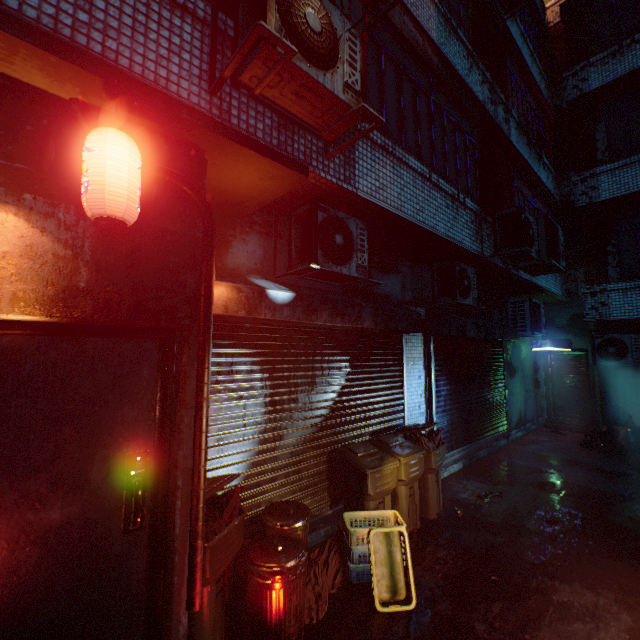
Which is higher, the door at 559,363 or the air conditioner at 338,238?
the air conditioner at 338,238

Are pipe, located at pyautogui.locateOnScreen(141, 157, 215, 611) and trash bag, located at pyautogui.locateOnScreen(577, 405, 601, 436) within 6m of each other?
no

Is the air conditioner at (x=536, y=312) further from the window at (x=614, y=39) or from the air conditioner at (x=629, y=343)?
the window at (x=614, y=39)

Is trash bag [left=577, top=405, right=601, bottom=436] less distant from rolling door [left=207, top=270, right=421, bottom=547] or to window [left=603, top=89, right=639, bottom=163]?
window [left=603, top=89, right=639, bottom=163]

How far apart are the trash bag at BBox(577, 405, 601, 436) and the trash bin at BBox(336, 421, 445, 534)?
6.99m

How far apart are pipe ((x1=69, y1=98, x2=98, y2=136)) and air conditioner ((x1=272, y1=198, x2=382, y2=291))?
1.01m

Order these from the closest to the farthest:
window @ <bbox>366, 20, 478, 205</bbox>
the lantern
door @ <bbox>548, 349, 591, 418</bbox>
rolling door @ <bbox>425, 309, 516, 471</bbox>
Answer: the lantern
window @ <bbox>366, 20, 478, 205</bbox>
rolling door @ <bbox>425, 309, 516, 471</bbox>
door @ <bbox>548, 349, 591, 418</bbox>

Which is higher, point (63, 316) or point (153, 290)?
point (153, 290)
